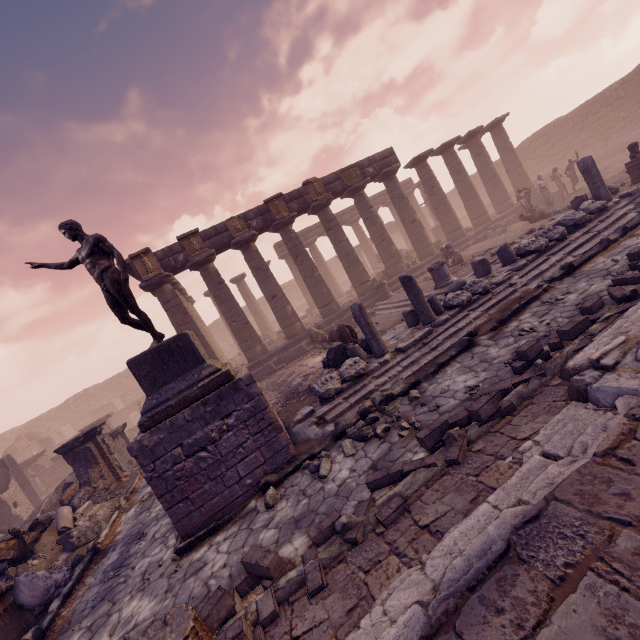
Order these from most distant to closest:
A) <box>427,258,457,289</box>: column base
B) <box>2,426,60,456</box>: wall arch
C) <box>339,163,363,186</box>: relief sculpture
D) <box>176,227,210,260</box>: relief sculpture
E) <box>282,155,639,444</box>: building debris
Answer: <box>2,426,60,456</box>: wall arch, <box>339,163,363,186</box>: relief sculpture, <box>176,227,210,260</box>: relief sculpture, <box>427,258,457,289</box>: column base, <box>282,155,639,444</box>: building debris

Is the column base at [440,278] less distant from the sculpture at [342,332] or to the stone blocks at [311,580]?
the sculpture at [342,332]

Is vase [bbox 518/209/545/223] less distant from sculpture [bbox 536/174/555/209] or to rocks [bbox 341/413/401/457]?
sculpture [bbox 536/174/555/209]

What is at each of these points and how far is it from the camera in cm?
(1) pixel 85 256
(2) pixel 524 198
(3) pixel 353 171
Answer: (1) sculpture, 593
(2) sculpture, 1717
(3) relief sculpture, 1695

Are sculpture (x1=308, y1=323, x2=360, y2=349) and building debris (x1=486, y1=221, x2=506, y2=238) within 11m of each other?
no

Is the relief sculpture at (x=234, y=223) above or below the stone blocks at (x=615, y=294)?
above

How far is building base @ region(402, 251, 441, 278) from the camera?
17.5 meters

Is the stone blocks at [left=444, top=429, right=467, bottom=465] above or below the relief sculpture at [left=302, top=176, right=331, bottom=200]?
below
